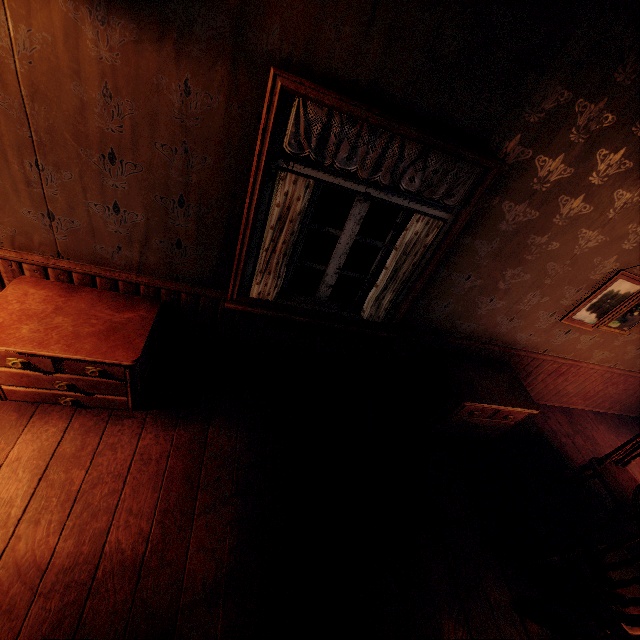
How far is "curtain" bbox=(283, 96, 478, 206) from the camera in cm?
186

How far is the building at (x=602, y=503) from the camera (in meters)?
3.47

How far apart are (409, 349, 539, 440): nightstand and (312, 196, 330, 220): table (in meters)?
2.02

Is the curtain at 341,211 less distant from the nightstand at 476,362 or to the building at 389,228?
the building at 389,228

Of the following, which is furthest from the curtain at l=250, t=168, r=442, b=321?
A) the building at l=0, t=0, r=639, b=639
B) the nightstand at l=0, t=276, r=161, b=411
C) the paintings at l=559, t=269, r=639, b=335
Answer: the paintings at l=559, t=269, r=639, b=335

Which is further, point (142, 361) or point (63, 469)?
point (142, 361)

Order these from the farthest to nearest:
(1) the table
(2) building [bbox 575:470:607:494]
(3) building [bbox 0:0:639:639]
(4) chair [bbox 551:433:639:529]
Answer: (1) the table
(2) building [bbox 575:470:607:494]
(4) chair [bbox 551:433:639:529]
(3) building [bbox 0:0:639:639]

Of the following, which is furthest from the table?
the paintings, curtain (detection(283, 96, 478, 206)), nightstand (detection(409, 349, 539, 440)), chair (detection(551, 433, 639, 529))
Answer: chair (detection(551, 433, 639, 529))
